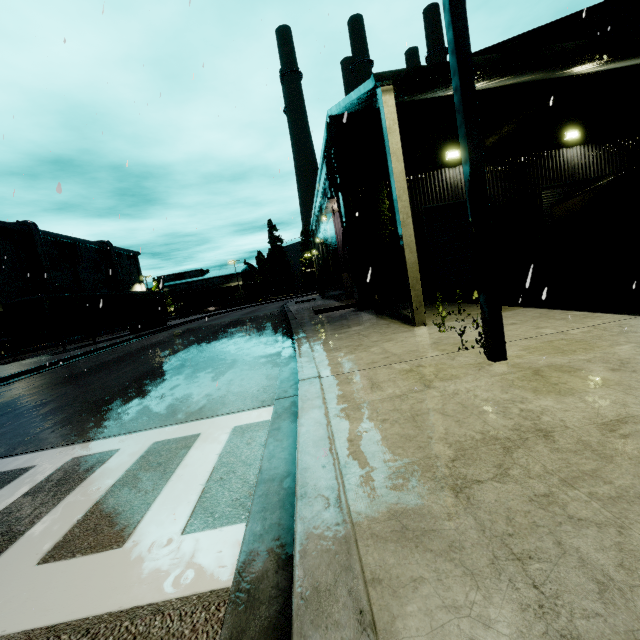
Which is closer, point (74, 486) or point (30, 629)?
point (30, 629)

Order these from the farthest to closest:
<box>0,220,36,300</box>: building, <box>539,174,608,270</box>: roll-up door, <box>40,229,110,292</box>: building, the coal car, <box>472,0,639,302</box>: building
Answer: the coal car, <box>40,229,110,292</box>: building, <box>0,220,36,300</box>: building, <box>539,174,608,270</box>: roll-up door, <box>472,0,639,302</box>: building

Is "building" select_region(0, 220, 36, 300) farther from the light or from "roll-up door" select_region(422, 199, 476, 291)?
the light

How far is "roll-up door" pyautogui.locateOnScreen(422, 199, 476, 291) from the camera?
13.3 meters

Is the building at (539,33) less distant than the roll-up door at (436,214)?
Yes

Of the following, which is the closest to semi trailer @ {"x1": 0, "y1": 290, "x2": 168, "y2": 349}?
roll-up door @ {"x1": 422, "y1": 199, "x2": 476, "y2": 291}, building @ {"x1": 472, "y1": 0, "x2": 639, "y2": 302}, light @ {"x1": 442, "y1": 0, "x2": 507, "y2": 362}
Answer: building @ {"x1": 472, "y1": 0, "x2": 639, "y2": 302}

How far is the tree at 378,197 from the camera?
12.41m

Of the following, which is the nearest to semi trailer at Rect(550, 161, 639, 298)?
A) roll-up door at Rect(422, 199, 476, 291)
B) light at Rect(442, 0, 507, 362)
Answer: roll-up door at Rect(422, 199, 476, 291)
